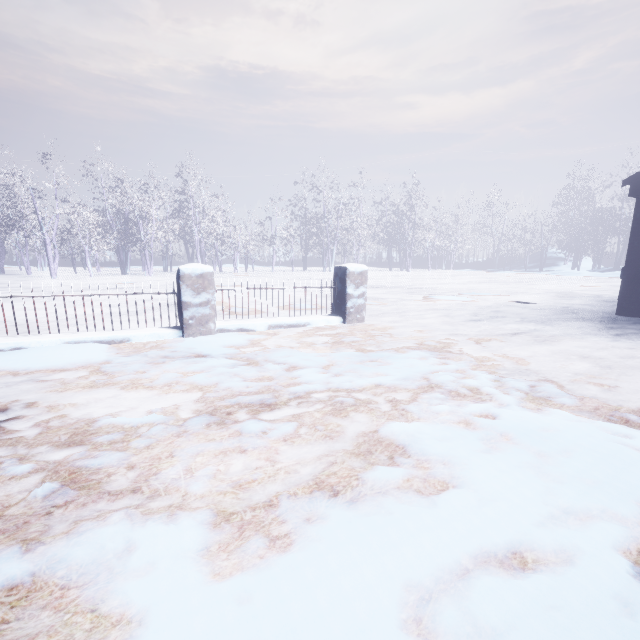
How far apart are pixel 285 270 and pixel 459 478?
29.3 meters
